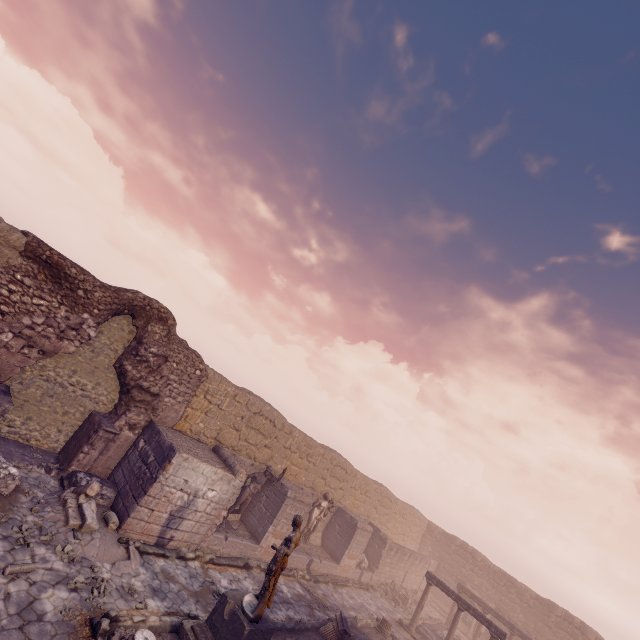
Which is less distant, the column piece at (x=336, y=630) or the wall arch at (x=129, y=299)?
the wall arch at (x=129, y=299)

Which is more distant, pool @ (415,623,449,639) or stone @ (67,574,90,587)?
pool @ (415,623,449,639)

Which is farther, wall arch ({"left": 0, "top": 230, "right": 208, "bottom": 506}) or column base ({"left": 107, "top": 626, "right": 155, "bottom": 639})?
wall arch ({"left": 0, "top": 230, "right": 208, "bottom": 506})

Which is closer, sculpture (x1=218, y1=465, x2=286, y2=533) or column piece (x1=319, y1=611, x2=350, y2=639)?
column piece (x1=319, y1=611, x2=350, y2=639)

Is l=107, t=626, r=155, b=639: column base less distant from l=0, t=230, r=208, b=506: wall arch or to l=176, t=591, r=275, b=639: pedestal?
l=176, t=591, r=275, b=639: pedestal

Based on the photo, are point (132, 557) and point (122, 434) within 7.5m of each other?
yes

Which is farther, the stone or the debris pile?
the debris pile

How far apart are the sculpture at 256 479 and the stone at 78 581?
5.3 meters
